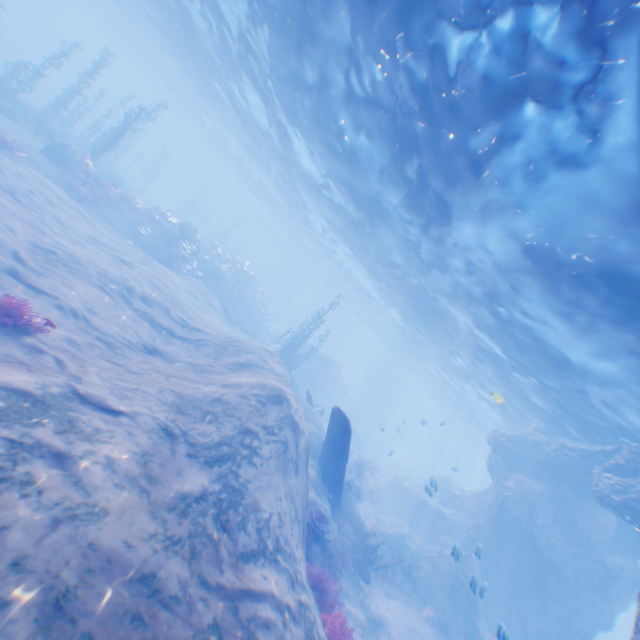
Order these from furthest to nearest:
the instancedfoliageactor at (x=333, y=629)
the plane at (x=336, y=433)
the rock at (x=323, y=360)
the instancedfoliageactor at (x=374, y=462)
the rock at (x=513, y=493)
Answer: the rock at (x=323, y=360) < the instancedfoliageactor at (x=374, y=462) < the rock at (x=513, y=493) < the plane at (x=336, y=433) < the instancedfoliageactor at (x=333, y=629)

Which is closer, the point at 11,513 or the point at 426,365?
the point at 11,513

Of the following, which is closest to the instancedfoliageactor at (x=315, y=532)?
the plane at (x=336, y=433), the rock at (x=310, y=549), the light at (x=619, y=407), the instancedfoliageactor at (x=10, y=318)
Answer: the rock at (x=310, y=549)

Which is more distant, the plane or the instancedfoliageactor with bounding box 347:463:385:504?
the instancedfoliageactor with bounding box 347:463:385:504

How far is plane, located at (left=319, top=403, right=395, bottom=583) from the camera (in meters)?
13.37

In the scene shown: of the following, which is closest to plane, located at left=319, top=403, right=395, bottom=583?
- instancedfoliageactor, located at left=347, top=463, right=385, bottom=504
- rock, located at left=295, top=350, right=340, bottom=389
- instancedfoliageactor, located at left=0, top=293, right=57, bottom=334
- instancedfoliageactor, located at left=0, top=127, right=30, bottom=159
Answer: rock, located at left=295, top=350, right=340, bottom=389

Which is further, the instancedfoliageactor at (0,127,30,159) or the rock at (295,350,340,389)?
the rock at (295,350,340,389)

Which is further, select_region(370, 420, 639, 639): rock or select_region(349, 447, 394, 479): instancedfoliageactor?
select_region(349, 447, 394, 479): instancedfoliageactor
